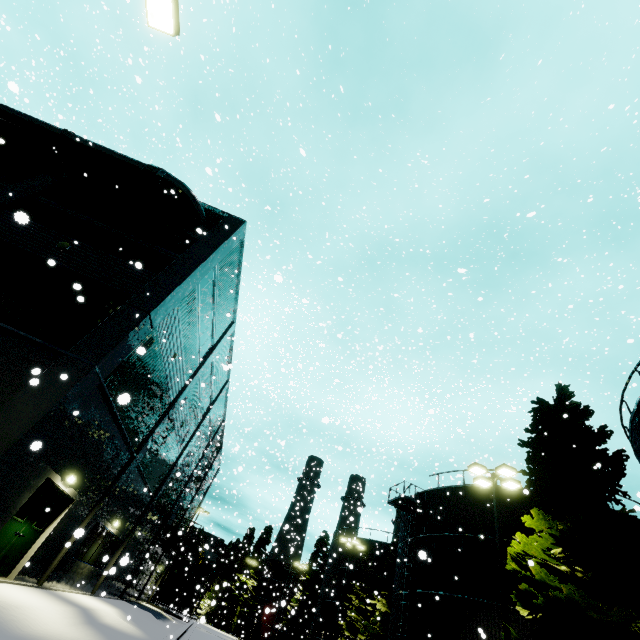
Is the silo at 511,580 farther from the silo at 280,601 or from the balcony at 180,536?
the silo at 280,601

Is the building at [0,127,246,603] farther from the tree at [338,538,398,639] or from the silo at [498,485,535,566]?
the tree at [338,538,398,639]

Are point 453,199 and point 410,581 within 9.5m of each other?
no

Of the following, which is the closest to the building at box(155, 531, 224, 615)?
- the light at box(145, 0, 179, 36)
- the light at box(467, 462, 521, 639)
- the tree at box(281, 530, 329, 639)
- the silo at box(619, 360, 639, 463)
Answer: the silo at box(619, 360, 639, 463)

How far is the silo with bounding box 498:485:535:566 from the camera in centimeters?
1848cm

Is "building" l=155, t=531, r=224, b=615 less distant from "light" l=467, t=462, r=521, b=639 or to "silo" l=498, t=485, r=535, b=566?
"silo" l=498, t=485, r=535, b=566

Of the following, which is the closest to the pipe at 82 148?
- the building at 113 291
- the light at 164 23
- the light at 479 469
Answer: the building at 113 291

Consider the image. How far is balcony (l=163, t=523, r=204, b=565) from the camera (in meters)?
27.22
